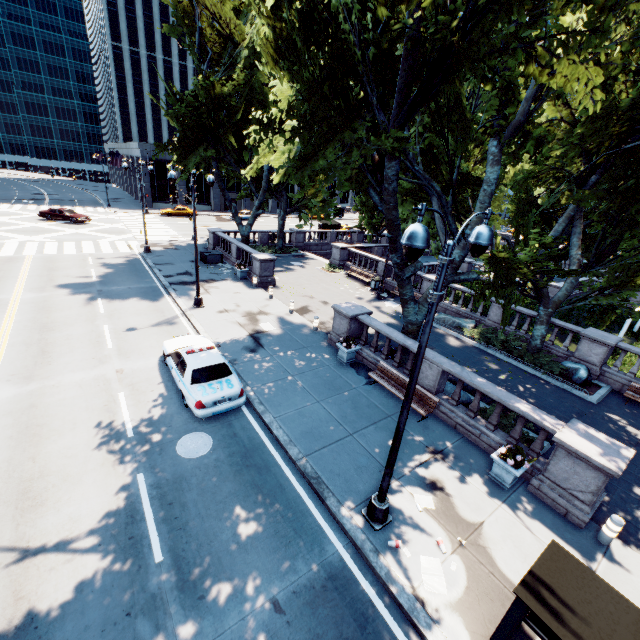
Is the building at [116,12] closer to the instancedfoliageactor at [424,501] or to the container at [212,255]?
the container at [212,255]

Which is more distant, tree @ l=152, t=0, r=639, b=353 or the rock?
the rock

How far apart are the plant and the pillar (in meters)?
1.86

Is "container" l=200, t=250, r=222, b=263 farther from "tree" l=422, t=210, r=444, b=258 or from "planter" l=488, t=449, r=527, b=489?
"planter" l=488, t=449, r=527, b=489

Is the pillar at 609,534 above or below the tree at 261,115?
below

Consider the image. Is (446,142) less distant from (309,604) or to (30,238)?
(309,604)

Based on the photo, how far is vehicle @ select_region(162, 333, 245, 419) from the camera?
10.5 meters

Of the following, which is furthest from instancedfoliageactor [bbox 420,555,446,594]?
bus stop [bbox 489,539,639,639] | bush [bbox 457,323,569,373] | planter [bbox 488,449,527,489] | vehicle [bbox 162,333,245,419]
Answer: bush [bbox 457,323,569,373]
